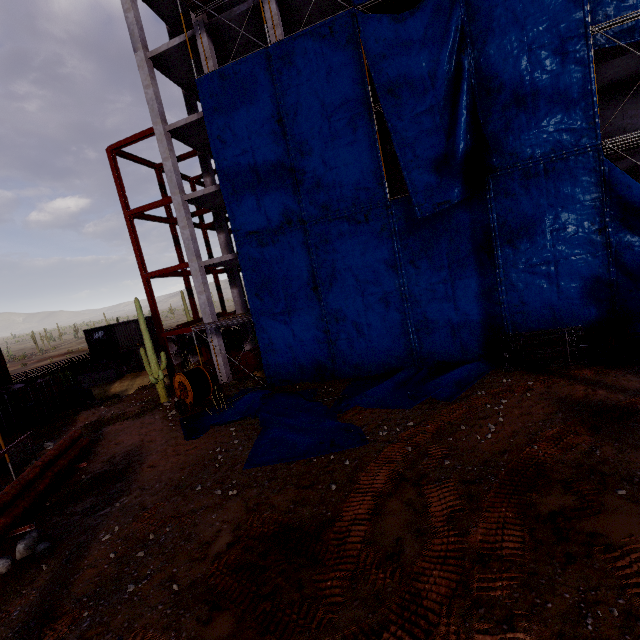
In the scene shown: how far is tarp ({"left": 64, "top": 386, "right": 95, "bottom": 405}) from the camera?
21.7 meters

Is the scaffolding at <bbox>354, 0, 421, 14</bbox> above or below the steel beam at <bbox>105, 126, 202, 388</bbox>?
above

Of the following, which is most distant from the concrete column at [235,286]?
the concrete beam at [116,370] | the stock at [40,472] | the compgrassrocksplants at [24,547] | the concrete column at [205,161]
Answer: the compgrassrocksplants at [24,547]

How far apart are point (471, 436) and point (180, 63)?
24.78m

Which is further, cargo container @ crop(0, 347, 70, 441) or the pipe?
cargo container @ crop(0, 347, 70, 441)

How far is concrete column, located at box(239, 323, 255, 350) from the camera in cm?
2395

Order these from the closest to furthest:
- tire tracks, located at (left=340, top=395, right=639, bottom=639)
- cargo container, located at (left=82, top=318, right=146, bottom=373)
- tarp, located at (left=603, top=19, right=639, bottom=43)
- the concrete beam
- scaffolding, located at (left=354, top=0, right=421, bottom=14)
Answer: tire tracks, located at (left=340, top=395, right=639, bottom=639), tarp, located at (left=603, top=19, right=639, bottom=43), scaffolding, located at (left=354, top=0, right=421, bottom=14), the concrete beam, cargo container, located at (left=82, top=318, right=146, bottom=373)

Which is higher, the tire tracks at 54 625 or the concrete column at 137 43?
the concrete column at 137 43
